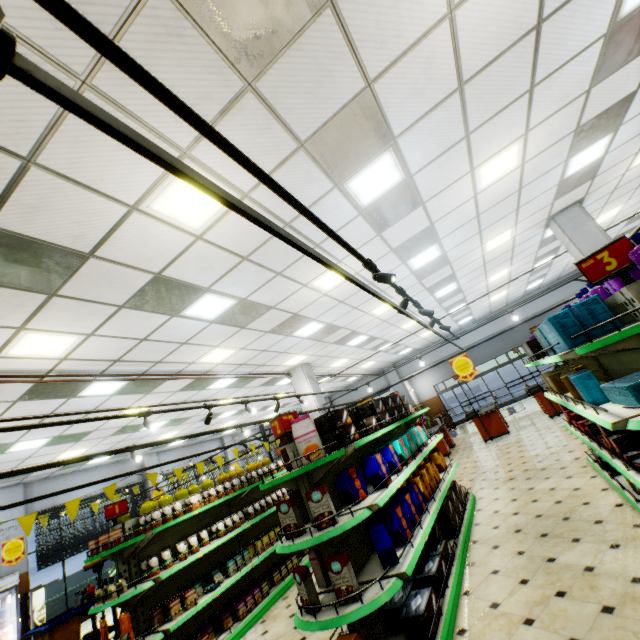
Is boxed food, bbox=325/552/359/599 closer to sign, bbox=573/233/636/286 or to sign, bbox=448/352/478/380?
sign, bbox=573/233/636/286

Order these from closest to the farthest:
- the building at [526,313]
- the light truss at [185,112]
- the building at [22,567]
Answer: the light truss at [185,112], the building at [22,567], the building at [526,313]

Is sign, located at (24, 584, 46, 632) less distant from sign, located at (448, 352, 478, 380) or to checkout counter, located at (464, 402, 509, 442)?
checkout counter, located at (464, 402, 509, 442)

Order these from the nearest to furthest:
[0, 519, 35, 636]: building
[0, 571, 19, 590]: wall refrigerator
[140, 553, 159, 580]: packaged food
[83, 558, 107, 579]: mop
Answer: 1. [140, 553, 159, 580]: packaged food
2. [83, 558, 107, 579]: mop
3. [0, 571, 19, 590]: wall refrigerator
4. [0, 519, 35, 636]: building

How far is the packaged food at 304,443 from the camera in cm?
329

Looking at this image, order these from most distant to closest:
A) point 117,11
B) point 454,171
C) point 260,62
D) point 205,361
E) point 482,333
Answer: point 482,333 < point 205,361 < point 454,171 < point 260,62 < point 117,11

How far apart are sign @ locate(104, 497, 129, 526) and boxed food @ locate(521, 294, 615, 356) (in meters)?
6.19

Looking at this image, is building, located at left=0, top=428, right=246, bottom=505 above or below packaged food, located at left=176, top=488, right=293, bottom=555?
above
